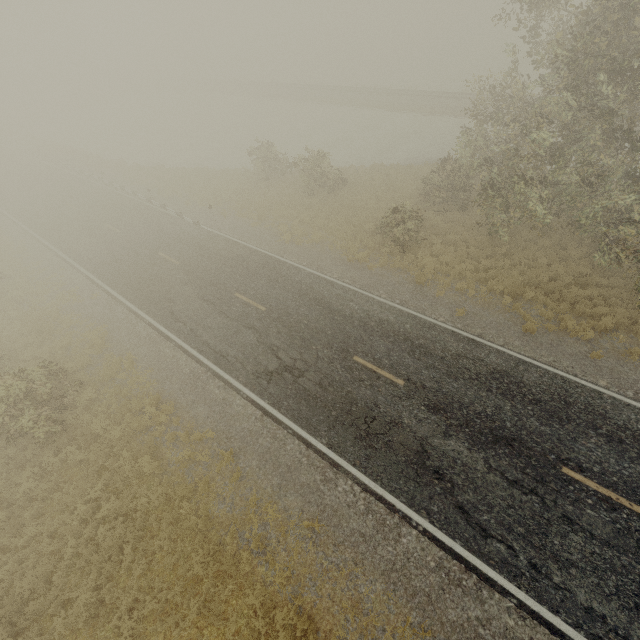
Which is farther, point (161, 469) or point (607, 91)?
point (161, 469)
